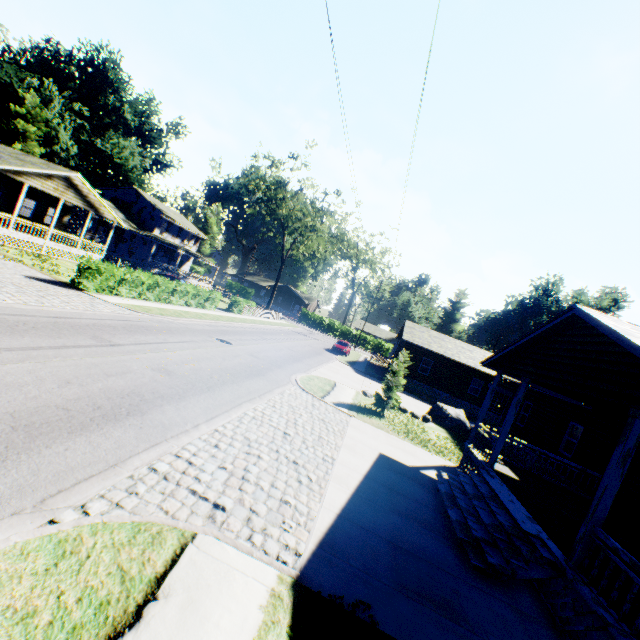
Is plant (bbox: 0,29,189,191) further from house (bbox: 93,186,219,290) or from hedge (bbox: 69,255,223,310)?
hedge (bbox: 69,255,223,310)

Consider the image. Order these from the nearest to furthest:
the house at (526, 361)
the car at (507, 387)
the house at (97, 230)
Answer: the house at (526, 361) → the car at (507, 387) → the house at (97, 230)

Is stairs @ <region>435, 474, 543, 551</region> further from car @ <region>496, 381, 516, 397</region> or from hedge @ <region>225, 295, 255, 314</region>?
hedge @ <region>225, 295, 255, 314</region>

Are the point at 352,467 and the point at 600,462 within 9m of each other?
no

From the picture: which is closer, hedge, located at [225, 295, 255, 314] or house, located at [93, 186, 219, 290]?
hedge, located at [225, 295, 255, 314]

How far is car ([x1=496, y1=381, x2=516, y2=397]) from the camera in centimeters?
2306cm

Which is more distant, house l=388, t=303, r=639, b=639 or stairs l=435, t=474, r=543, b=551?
stairs l=435, t=474, r=543, b=551

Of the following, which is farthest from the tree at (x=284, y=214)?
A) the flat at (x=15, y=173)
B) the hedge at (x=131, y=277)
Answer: the flat at (x=15, y=173)
